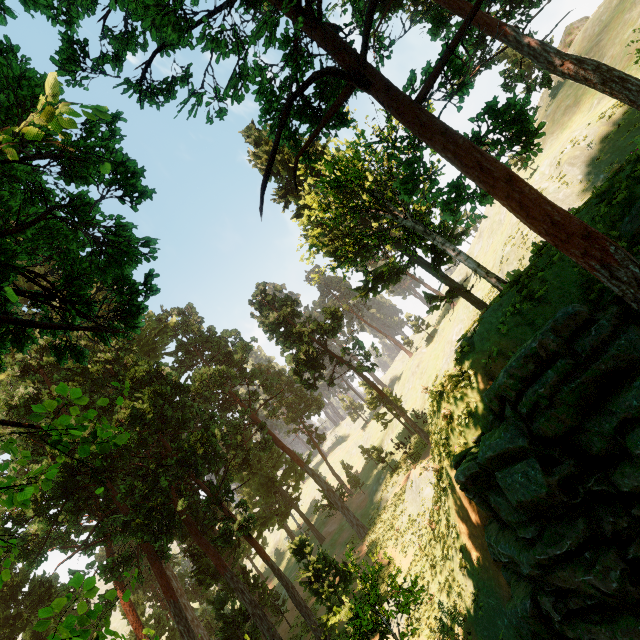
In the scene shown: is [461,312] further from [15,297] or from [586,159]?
[15,297]

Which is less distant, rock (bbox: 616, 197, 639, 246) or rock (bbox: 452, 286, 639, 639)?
rock (bbox: 452, 286, 639, 639)

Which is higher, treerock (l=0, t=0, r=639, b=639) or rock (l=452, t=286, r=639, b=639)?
treerock (l=0, t=0, r=639, b=639)

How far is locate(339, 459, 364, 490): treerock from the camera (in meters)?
41.82

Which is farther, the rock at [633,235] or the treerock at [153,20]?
the rock at [633,235]

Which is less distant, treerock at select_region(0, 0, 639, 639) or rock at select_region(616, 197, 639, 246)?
treerock at select_region(0, 0, 639, 639)

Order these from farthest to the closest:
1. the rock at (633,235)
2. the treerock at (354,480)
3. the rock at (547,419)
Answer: the treerock at (354,480) < the rock at (633,235) < the rock at (547,419)
